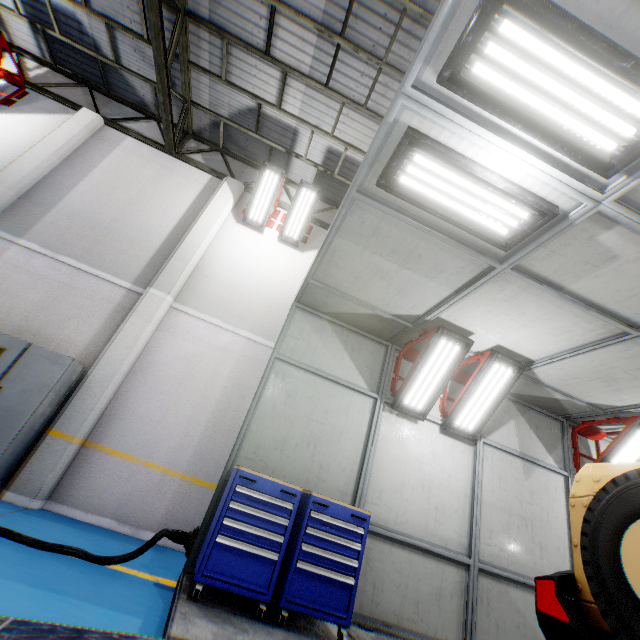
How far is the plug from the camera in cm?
394

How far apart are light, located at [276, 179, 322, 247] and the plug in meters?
6.5 m

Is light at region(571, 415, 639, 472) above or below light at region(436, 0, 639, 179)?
below

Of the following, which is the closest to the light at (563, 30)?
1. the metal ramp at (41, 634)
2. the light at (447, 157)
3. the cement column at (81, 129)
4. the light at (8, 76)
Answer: the light at (447, 157)

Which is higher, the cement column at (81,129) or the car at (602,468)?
the cement column at (81,129)

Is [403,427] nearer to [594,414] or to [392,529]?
[392,529]

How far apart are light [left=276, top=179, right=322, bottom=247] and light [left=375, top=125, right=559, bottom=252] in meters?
5.2

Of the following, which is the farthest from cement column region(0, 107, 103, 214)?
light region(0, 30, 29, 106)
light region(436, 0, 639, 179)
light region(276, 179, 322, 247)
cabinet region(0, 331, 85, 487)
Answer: light region(436, 0, 639, 179)
